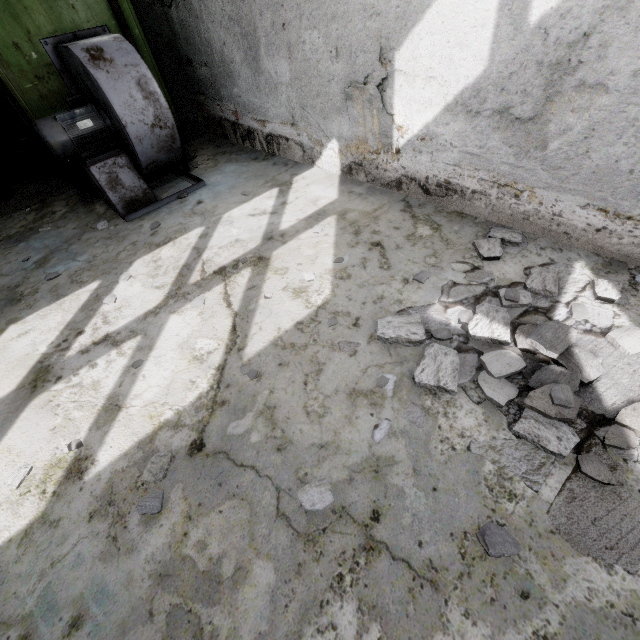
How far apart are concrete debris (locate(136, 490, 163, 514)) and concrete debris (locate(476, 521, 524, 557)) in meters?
1.8 m

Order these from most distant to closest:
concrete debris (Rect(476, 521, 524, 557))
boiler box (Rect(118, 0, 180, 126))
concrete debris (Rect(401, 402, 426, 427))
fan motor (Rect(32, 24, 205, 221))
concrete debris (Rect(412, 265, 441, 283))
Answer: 1. boiler box (Rect(118, 0, 180, 126))
2. fan motor (Rect(32, 24, 205, 221))
3. concrete debris (Rect(412, 265, 441, 283))
4. concrete debris (Rect(401, 402, 426, 427))
5. concrete debris (Rect(476, 521, 524, 557))

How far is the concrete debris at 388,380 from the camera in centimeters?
227cm

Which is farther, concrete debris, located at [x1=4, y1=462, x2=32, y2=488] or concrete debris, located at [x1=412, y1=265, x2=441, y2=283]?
concrete debris, located at [x1=412, y1=265, x2=441, y2=283]

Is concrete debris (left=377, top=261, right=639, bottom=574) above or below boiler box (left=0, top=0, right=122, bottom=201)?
below

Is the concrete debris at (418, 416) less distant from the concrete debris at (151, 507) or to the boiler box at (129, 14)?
the concrete debris at (151, 507)

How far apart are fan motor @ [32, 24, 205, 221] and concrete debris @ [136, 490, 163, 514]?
3.93m

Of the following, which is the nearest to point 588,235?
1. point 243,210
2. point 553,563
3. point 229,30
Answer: point 553,563
